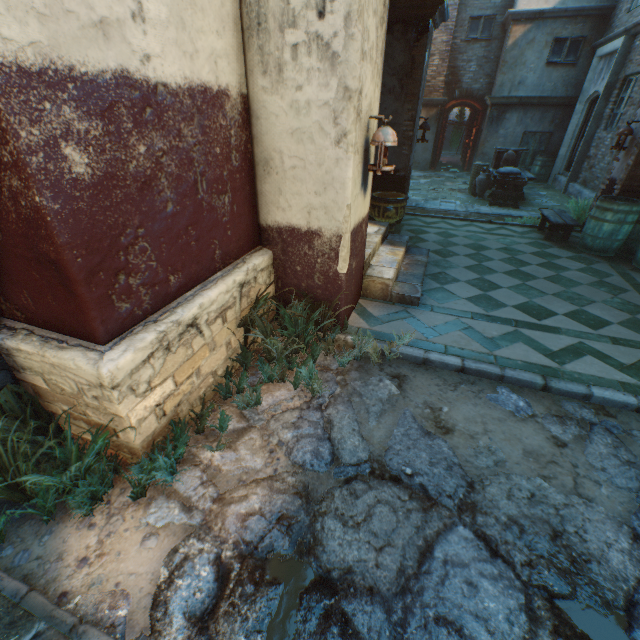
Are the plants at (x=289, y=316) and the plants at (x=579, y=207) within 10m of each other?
yes

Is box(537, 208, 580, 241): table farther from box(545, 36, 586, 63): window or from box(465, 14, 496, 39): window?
box(465, 14, 496, 39): window

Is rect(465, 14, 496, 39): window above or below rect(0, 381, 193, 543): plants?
above

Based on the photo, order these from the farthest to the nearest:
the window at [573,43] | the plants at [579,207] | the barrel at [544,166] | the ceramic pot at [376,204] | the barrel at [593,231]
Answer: the barrel at [544,166] → the window at [573,43] → the plants at [579,207] → the ceramic pot at [376,204] → the barrel at [593,231]

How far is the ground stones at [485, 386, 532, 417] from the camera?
2.9 meters

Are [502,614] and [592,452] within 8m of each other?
yes

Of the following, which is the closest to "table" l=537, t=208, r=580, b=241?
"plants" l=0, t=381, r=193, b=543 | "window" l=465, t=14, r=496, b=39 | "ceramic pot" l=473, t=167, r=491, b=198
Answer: "ceramic pot" l=473, t=167, r=491, b=198

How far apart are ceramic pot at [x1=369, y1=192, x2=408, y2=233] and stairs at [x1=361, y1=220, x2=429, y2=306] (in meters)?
0.51
